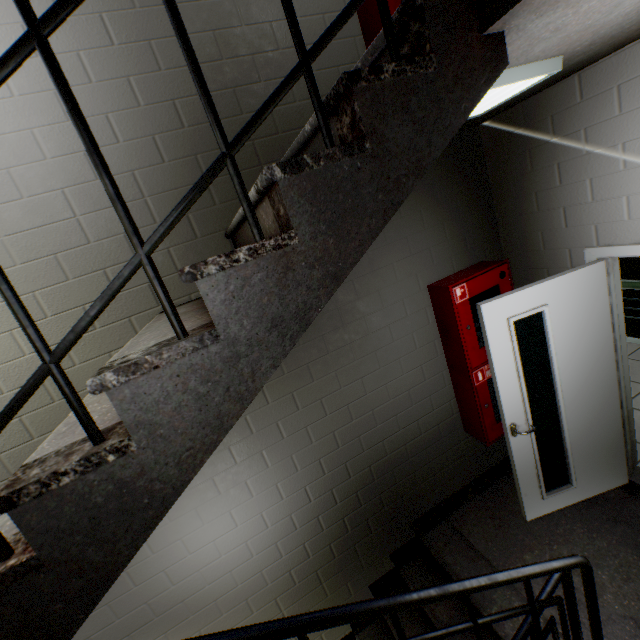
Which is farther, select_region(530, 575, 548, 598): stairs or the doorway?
the doorway

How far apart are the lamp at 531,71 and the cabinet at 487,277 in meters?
1.2 m

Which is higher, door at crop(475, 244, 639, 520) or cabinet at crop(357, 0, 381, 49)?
cabinet at crop(357, 0, 381, 49)

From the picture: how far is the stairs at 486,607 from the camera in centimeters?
235cm

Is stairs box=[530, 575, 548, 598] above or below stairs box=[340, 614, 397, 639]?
above

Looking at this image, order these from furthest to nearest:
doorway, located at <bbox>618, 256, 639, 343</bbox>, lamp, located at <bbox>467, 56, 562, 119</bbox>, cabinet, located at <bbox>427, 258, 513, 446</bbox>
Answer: doorway, located at <bbox>618, 256, 639, 343</bbox>
cabinet, located at <bbox>427, 258, 513, 446</bbox>
lamp, located at <bbox>467, 56, 562, 119</bbox>

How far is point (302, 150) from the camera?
1.4 meters

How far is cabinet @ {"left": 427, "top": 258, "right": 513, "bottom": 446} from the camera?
2.7 meters
